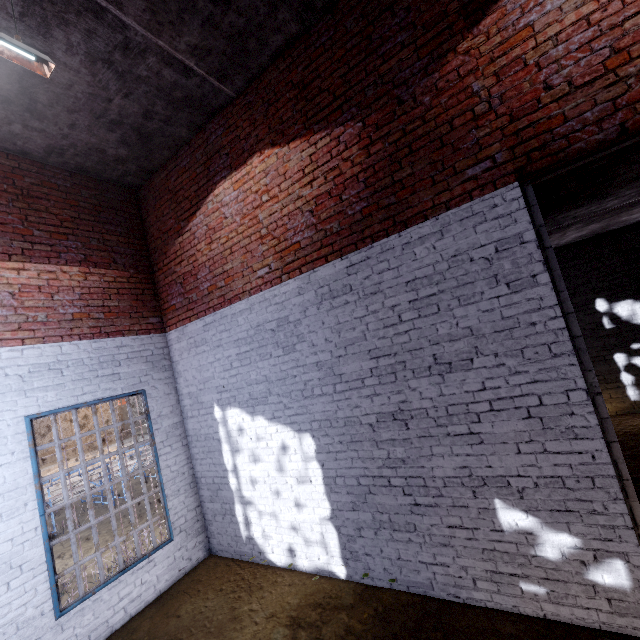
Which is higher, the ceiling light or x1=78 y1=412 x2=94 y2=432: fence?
the ceiling light

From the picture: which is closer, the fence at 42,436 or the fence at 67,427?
the fence at 67,427

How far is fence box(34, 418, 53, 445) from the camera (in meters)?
31.58

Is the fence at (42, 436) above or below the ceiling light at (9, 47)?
below

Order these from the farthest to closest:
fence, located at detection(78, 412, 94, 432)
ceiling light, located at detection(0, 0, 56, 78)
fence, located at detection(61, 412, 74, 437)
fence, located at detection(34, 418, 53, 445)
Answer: fence, located at detection(78, 412, 94, 432) < fence, located at detection(34, 418, 53, 445) < fence, located at detection(61, 412, 74, 437) < ceiling light, located at detection(0, 0, 56, 78)

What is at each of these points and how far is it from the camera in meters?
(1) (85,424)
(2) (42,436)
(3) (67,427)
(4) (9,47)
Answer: (1) fence, 35.1 m
(2) fence, 32.0 m
(3) fence, 33.8 m
(4) ceiling light, 2.8 m
